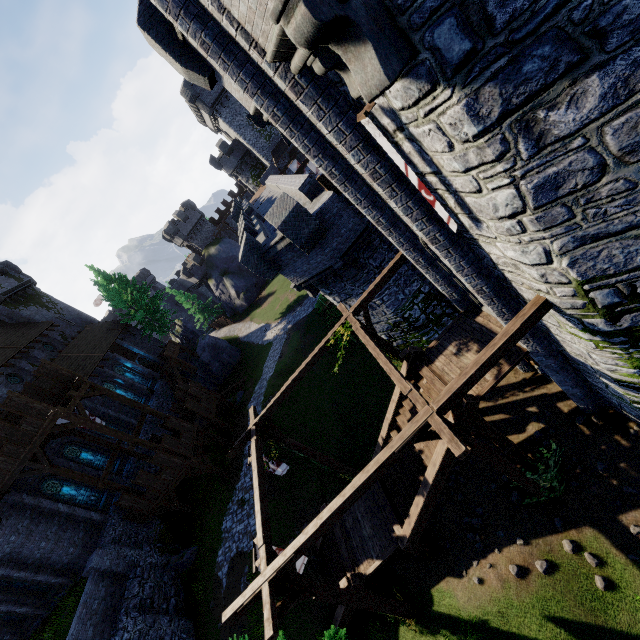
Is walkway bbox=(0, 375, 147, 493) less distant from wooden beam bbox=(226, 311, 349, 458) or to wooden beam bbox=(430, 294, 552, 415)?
wooden beam bbox=(226, 311, 349, 458)

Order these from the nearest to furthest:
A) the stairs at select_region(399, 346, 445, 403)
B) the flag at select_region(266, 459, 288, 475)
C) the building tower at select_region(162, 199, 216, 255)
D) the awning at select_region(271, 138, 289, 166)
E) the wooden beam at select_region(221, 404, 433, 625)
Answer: the wooden beam at select_region(221, 404, 433, 625), the stairs at select_region(399, 346, 445, 403), the flag at select_region(266, 459, 288, 475), the awning at select_region(271, 138, 289, 166), the building tower at select_region(162, 199, 216, 255)

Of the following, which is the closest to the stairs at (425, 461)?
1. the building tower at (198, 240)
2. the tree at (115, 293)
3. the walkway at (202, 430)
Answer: the walkway at (202, 430)

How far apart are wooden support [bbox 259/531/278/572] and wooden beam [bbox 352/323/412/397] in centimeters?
475cm

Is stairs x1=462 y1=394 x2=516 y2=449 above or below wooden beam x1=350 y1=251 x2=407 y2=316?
below

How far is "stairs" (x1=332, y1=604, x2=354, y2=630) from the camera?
12.2 meters

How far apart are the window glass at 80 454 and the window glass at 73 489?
1.47m

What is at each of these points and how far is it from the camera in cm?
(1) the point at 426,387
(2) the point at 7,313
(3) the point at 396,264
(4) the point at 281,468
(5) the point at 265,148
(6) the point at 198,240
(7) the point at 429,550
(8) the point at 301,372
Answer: (1) stairs, 1123
(2) building, 3422
(3) wooden beam, 1189
(4) flag, 1329
(5) building tower, 4250
(6) building tower, 5581
(7) wooden support, 1177
(8) wooden beam, 1280
